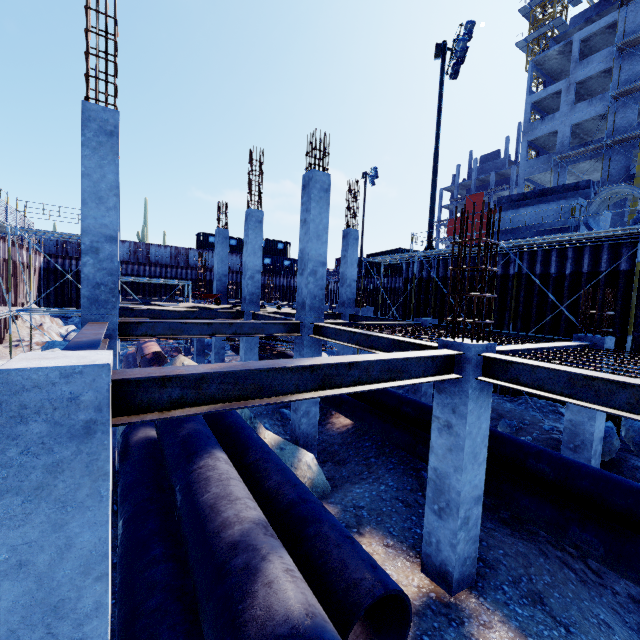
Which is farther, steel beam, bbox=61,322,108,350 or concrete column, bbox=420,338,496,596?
concrete column, bbox=420,338,496,596

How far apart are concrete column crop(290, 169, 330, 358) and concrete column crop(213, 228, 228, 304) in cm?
935

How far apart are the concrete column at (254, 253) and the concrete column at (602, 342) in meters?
10.4

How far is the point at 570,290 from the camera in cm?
1161

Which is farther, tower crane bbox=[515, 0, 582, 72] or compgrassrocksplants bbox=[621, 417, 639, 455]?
tower crane bbox=[515, 0, 582, 72]

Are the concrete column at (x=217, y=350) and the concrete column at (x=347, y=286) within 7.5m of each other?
yes

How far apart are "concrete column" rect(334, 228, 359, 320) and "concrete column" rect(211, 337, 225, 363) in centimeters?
619cm

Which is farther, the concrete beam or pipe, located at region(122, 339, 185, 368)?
pipe, located at region(122, 339, 185, 368)
